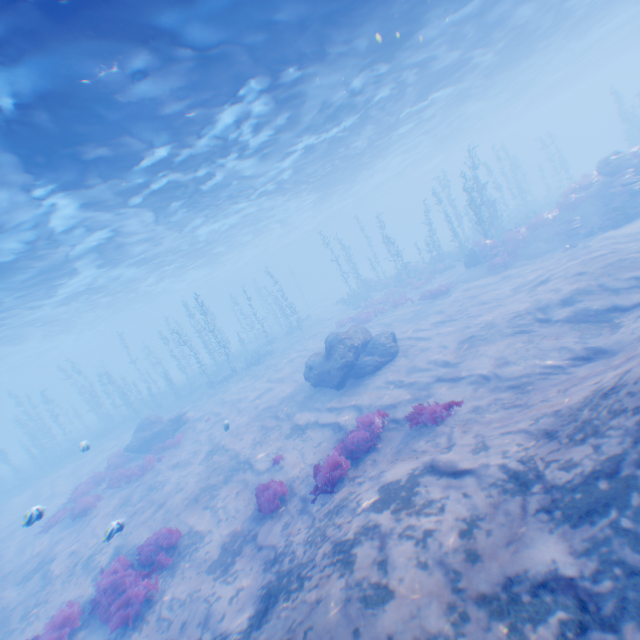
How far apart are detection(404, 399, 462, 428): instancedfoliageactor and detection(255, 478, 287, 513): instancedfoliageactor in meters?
4.1

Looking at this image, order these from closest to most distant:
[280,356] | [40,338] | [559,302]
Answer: [559,302] → [280,356] → [40,338]

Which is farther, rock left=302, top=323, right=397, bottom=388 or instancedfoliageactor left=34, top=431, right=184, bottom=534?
instancedfoliageactor left=34, top=431, right=184, bottom=534

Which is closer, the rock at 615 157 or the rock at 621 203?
the rock at 621 203

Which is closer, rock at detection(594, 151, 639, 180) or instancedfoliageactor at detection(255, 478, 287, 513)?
instancedfoliageactor at detection(255, 478, 287, 513)

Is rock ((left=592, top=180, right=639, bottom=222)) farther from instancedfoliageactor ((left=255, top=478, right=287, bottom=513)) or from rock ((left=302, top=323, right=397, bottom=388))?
instancedfoliageactor ((left=255, top=478, right=287, bottom=513))

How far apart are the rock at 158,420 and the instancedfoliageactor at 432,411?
17.24m

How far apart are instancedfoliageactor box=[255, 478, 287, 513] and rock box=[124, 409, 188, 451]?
13.1m
